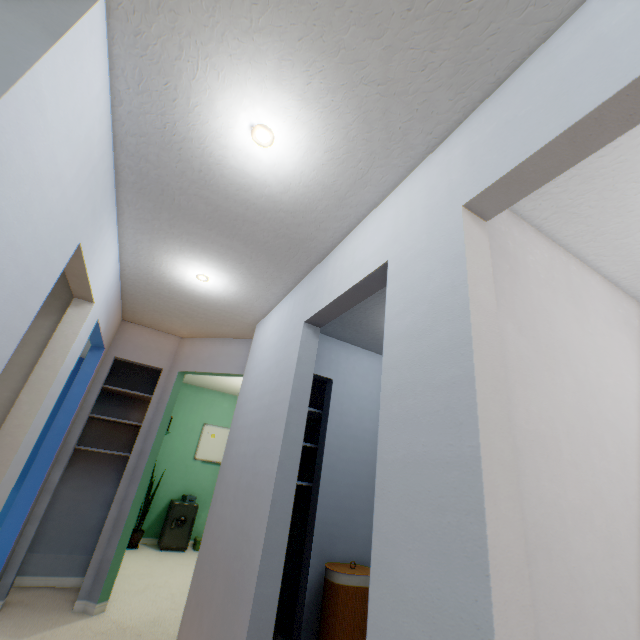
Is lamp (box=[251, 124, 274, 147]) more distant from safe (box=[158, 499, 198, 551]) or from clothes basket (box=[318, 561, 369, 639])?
safe (box=[158, 499, 198, 551])

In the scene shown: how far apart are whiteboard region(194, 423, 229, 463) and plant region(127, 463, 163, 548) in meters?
0.6

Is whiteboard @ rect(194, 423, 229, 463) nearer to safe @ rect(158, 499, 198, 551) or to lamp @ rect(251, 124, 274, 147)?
safe @ rect(158, 499, 198, 551)

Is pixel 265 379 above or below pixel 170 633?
above

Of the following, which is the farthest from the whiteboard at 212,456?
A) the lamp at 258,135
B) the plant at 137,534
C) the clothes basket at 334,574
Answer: the lamp at 258,135

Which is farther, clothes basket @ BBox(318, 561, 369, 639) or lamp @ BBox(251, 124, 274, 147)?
clothes basket @ BBox(318, 561, 369, 639)

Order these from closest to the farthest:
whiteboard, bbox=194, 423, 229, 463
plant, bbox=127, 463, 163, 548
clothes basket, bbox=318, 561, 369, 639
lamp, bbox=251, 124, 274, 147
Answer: lamp, bbox=251, 124, 274, 147, clothes basket, bbox=318, 561, 369, 639, plant, bbox=127, 463, 163, 548, whiteboard, bbox=194, 423, 229, 463

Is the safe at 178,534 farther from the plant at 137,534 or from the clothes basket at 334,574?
the clothes basket at 334,574
